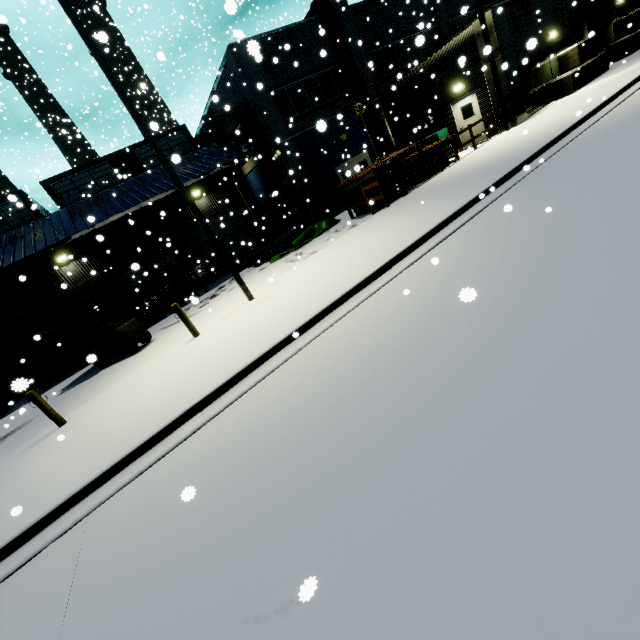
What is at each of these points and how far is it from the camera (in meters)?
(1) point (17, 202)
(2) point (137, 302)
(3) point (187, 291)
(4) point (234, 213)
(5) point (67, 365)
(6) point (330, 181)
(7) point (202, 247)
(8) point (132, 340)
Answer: (1) building, 9.46
(2) portable restroom, 17.48
(3) pallet, 18.09
(4) roll-up door, 25.02
(5) pallet, 16.73
(6) electrical box, 20.06
(7) roll-up door, 24.17
(8) forklift, 12.98

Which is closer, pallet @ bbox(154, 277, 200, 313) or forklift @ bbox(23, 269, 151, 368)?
forklift @ bbox(23, 269, 151, 368)

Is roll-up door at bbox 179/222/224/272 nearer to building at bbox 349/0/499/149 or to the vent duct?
building at bbox 349/0/499/149

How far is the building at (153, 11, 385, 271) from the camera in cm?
1756

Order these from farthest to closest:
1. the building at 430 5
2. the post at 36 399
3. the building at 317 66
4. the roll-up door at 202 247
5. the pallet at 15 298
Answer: the roll-up door at 202 247, the building at 317 66, the building at 430 5, the pallet at 15 298, the post at 36 399

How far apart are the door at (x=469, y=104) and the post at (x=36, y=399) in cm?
2181

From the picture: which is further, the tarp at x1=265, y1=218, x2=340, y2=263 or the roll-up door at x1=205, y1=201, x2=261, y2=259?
the roll-up door at x1=205, y1=201, x2=261, y2=259

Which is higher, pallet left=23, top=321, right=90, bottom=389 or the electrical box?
the electrical box
